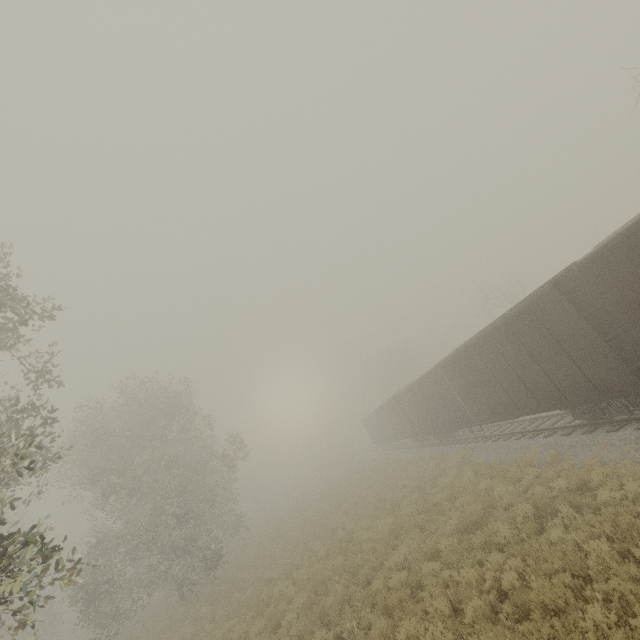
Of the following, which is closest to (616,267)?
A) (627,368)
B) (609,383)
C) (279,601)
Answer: → (627,368)

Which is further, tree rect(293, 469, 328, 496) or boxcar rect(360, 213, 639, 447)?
tree rect(293, 469, 328, 496)

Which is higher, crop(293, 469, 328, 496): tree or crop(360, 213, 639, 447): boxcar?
crop(360, 213, 639, 447): boxcar

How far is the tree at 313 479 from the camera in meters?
51.7 m

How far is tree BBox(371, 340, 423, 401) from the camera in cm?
5322

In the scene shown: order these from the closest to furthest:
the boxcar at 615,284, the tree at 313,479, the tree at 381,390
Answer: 1. the boxcar at 615,284
2. the tree at 313,479
3. the tree at 381,390
